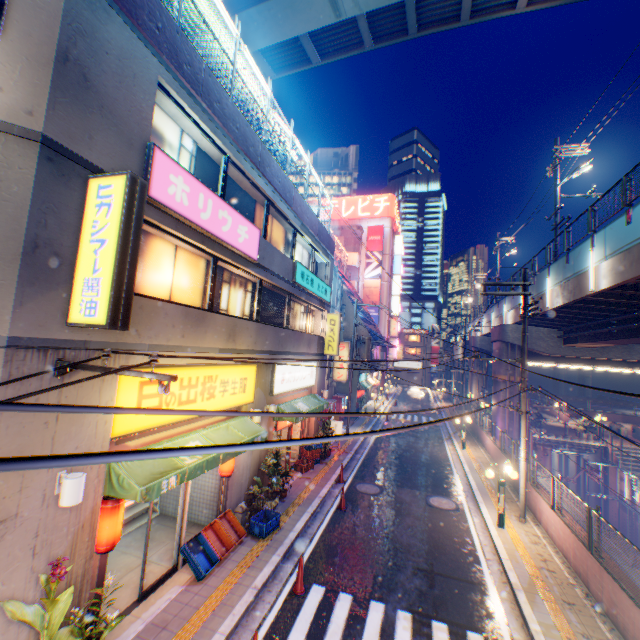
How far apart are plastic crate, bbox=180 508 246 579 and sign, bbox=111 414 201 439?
3.13m

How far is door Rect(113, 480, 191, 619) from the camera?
7.3 meters

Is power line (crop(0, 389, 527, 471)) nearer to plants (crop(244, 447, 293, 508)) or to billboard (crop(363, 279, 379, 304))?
plants (crop(244, 447, 293, 508))

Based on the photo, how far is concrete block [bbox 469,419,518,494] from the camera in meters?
15.3

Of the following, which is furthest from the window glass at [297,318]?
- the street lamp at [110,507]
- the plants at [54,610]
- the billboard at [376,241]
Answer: the billboard at [376,241]

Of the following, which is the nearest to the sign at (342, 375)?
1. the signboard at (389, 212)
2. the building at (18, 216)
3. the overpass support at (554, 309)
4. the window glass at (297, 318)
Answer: the building at (18, 216)

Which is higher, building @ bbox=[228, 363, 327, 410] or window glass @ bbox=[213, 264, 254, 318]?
window glass @ bbox=[213, 264, 254, 318]

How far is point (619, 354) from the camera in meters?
23.5 m
